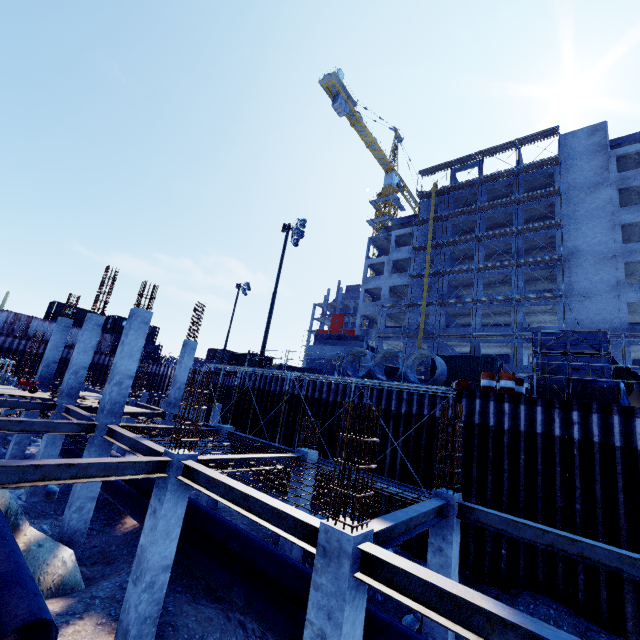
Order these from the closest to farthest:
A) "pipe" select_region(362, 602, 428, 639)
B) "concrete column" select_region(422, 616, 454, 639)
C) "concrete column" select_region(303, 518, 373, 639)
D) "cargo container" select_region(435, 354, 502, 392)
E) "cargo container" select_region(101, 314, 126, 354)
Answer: "concrete column" select_region(303, 518, 373, 639) < "pipe" select_region(362, 602, 428, 639) < "concrete column" select_region(422, 616, 454, 639) < "cargo container" select_region(435, 354, 502, 392) < "cargo container" select_region(101, 314, 126, 354)

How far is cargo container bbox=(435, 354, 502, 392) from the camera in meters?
29.5

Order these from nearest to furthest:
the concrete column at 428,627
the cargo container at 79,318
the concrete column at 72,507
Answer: the concrete column at 428,627 → the concrete column at 72,507 → the cargo container at 79,318

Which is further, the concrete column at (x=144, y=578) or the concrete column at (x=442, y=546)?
the concrete column at (x=442, y=546)

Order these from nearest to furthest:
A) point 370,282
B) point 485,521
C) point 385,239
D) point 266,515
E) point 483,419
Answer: point 266,515, point 485,521, point 483,419, point 370,282, point 385,239

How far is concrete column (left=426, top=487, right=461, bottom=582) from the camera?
8.0m

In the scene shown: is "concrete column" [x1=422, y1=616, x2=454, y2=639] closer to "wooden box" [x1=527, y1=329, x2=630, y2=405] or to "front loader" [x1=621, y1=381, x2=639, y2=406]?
"wooden box" [x1=527, y1=329, x2=630, y2=405]

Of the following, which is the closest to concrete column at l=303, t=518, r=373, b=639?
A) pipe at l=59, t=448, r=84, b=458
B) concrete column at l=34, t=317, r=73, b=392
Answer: pipe at l=59, t=448, r=84, b=458
